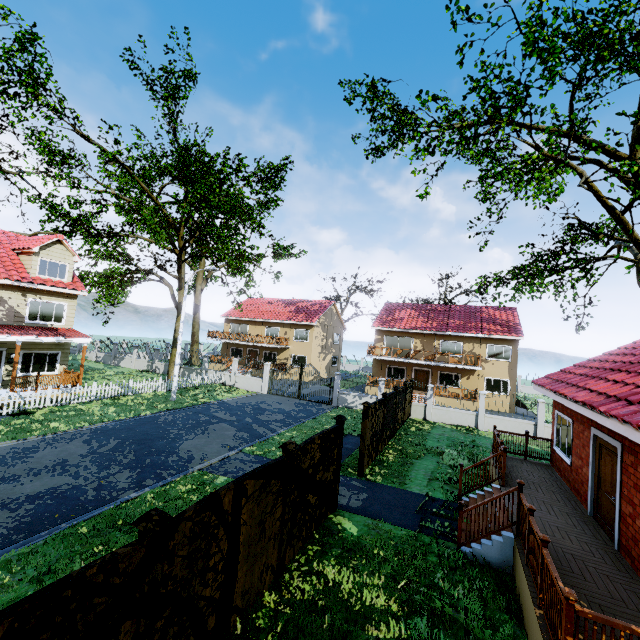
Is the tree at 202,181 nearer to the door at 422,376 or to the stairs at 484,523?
the stairs at 484,523

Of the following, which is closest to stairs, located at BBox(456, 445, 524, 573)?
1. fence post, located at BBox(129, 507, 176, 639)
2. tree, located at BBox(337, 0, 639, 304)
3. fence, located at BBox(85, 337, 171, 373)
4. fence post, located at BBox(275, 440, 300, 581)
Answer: fence, located at BBox(85, 337, 171, 373)

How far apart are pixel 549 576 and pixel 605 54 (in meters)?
25.25

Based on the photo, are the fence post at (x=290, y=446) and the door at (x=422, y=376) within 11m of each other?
no

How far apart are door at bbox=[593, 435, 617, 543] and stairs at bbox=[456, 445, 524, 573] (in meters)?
1.96

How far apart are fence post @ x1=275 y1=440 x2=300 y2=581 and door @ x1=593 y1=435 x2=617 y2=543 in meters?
7.0

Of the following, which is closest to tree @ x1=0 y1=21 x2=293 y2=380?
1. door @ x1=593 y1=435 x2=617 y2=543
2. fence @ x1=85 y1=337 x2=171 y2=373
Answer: fence @ x1=85 y1=337 x2=171 y2=373

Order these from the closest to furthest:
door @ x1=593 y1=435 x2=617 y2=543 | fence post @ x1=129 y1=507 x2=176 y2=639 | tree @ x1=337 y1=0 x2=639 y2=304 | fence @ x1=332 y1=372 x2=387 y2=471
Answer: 1. fence post @ x1=129 y1=507 x2=176 y2=639
2. door @ x1=593 y1=435 x2=617 y2=543
3. fence @ x1=332 y1=372 x2=387 y2=471
4. tree @ x1=337 y1=0 x2=639 y2=304
